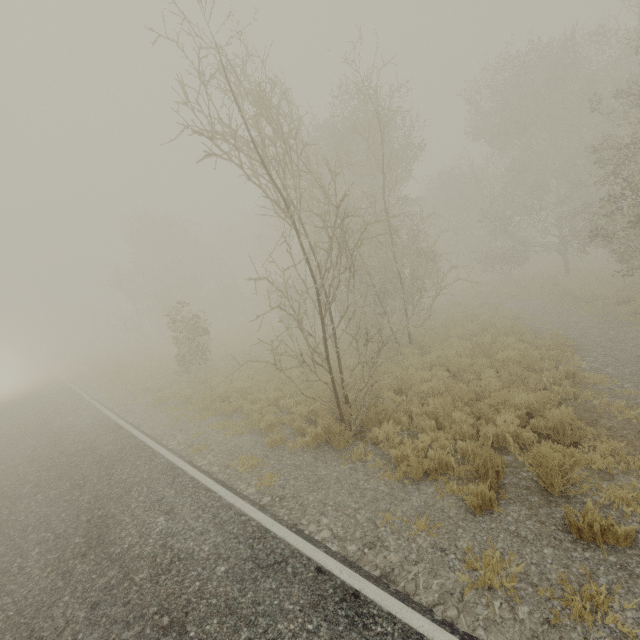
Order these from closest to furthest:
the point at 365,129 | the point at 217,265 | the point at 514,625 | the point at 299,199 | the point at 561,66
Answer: the point at 514,625, the point at 299,199, the point at 365,129, the point at 561,66, the point at 217,265

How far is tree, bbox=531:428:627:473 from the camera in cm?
462

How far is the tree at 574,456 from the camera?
→ 4.6m
